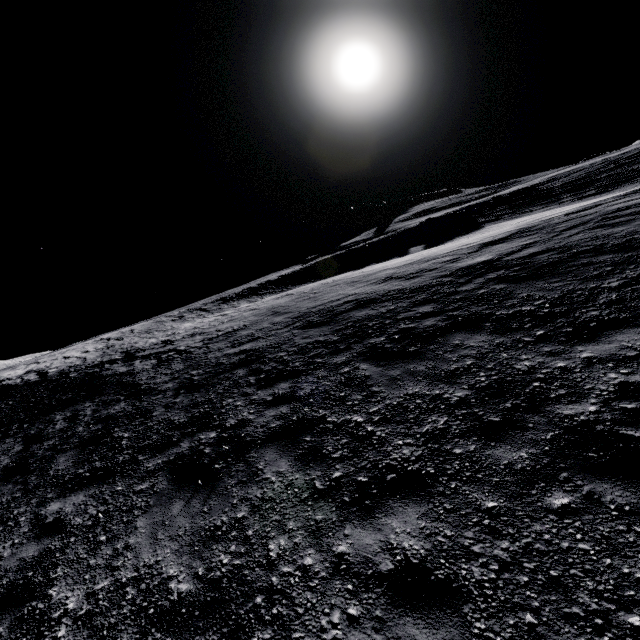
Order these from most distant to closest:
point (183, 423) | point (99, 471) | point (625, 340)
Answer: point (183, 423), point (99, 471), point (625, 340)
